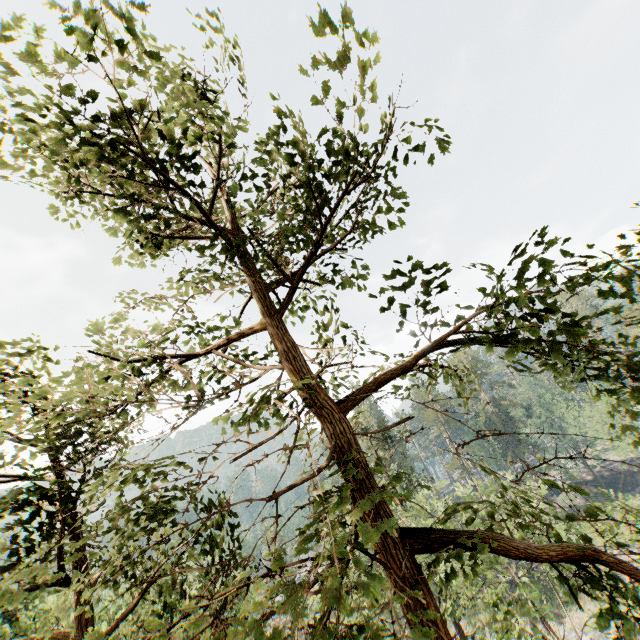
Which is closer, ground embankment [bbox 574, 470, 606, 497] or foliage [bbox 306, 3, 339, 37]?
foliage [bbox 306, 3, 339, 37]

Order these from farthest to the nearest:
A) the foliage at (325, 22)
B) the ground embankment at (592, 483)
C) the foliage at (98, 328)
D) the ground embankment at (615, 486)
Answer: the ground embankment at (592, 483), the ground embankment at (615, 486), the foliage at (98, 328), the foliage at (325, 22)

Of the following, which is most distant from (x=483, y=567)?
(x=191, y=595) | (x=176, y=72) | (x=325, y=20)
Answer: (x=176, y=72)

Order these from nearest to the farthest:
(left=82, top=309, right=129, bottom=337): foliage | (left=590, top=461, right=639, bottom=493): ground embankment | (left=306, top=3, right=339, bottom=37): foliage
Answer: (left=306, top=3, right=339, bottom=37): foliage
(left=82, top=309, right=129, bottom=337): foliage
(left=590, top=461, right=639, bottom=493): ground embankment

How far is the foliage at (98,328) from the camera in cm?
482

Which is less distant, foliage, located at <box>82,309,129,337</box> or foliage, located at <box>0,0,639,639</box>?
foliage, located at <box>0,0,639,639</box>

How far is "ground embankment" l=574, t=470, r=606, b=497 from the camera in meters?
56.1 m
